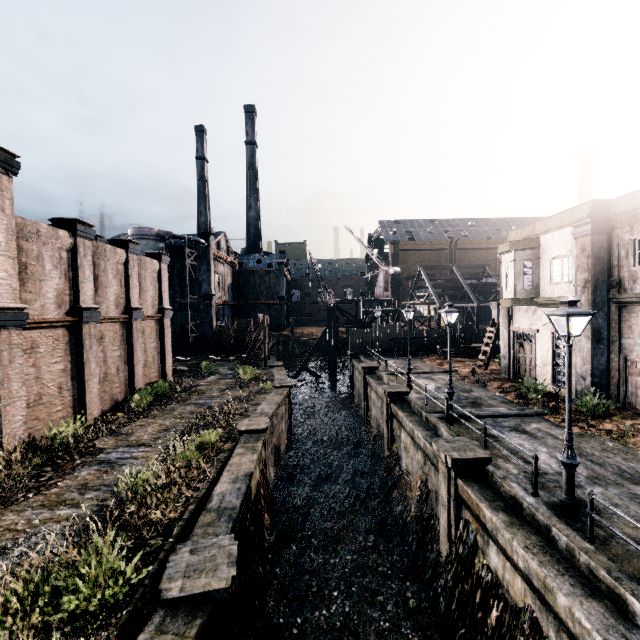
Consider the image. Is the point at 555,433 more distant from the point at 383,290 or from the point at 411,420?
the point at 383,290

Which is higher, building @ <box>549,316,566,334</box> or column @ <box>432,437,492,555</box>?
building @ <box>549,316,566,334</box>

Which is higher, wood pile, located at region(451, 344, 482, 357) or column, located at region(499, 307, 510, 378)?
column, located at region(499, 307, 510, 378)

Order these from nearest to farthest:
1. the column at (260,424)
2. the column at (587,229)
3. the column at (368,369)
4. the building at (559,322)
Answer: the column at (260,424)
the column at (587,229)
the building at (559,322)
the column at (368,369)

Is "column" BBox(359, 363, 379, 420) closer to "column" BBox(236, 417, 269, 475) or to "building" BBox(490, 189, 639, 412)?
"building" BBox(490, 189, 639, 412)

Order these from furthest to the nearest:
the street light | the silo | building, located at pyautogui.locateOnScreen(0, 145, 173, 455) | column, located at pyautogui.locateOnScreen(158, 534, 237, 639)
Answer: the silo
building, located at pyautogui.locateOnScreen(0, 145, 173, 455)
the street light
column, located at pyautogui.locateOnScreen(158, 534, 237, 639)

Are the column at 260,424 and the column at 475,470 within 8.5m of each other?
yes

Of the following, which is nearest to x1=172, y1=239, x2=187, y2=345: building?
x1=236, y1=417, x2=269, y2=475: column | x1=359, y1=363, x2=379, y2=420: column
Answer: x1=236, y1=417, x2=269, y2=475: column
